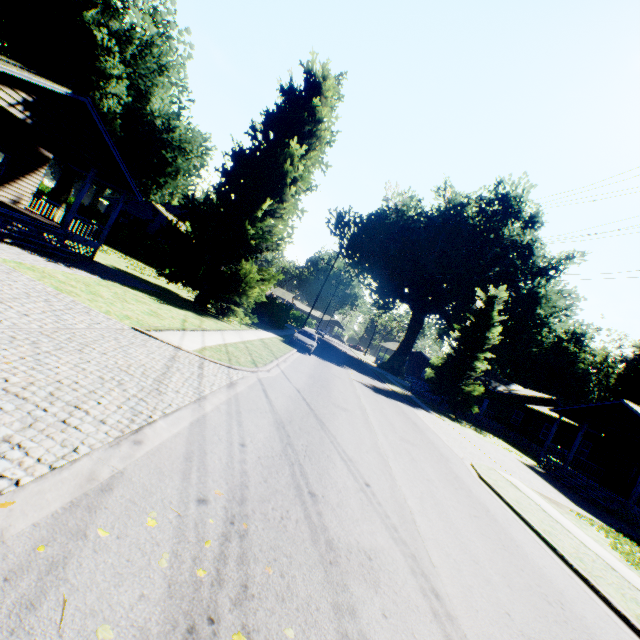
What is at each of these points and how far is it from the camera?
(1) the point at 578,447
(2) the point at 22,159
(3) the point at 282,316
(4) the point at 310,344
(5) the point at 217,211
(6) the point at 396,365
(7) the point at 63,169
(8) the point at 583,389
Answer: (1) house, 28.61m
(2) house, 17.23m
(3) hedge, 35.16m
(4) car, 23.66m
(5) plant, 19.89m
(6) plant, 59.62m
(7) plant, 30.62m
(8) plant, 53.38m

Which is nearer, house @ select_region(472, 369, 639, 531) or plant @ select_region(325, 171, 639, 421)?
house @ select_region(472, 369, 639, 531)

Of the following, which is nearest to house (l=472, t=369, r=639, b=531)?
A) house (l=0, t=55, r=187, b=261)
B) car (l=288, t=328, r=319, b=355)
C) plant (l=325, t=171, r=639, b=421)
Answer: plant (l=325, t=171, r=639, b=421)

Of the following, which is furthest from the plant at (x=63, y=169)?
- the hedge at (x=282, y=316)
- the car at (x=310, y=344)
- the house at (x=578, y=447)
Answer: the house at (x=578, y=447)

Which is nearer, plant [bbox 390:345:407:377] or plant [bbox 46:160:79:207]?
plant [bbox 46:160:79:207]

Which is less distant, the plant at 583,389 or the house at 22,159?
the house at 22,159

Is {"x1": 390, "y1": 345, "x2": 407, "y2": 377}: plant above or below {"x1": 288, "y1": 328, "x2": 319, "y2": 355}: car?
above

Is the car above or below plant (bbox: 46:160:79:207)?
below
